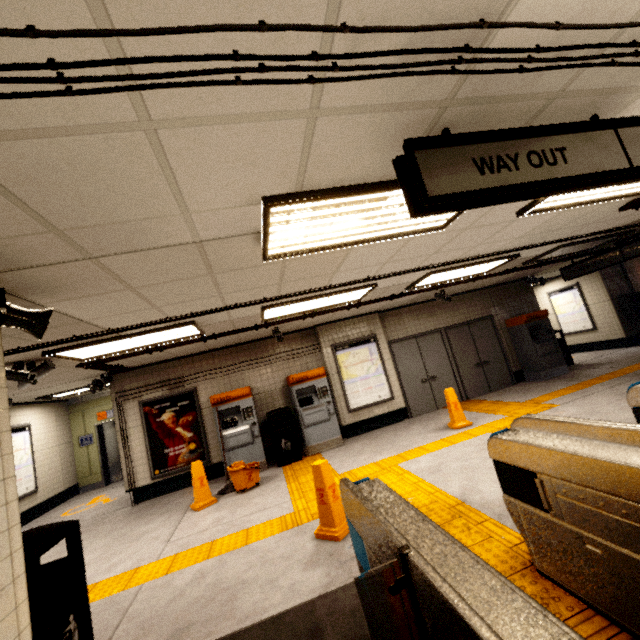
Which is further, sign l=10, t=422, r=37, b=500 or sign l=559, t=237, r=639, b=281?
sign l=10, t=422, r=37, b=500

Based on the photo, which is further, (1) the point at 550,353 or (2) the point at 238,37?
(1) the point at 550,353

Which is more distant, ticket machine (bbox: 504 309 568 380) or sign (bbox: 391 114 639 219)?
ticket machine (bbox: 504 309 568 380)

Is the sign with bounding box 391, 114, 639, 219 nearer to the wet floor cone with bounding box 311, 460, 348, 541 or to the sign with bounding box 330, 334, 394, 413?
the wet floor cone with bounding box 311, 460, 348, 541

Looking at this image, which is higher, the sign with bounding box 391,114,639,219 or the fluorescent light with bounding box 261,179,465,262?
the fluorescent light with bounding box 261,179,465,262

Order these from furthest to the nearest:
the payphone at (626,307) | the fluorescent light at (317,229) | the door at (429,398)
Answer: the payphone at (626,307), the door at (429,398), the fluorescent light at (317,229)

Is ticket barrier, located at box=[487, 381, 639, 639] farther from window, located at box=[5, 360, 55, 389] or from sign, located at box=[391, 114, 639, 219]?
window, located at box=[5, 360, 55, 389]

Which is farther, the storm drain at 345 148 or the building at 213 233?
the building at 213 233
